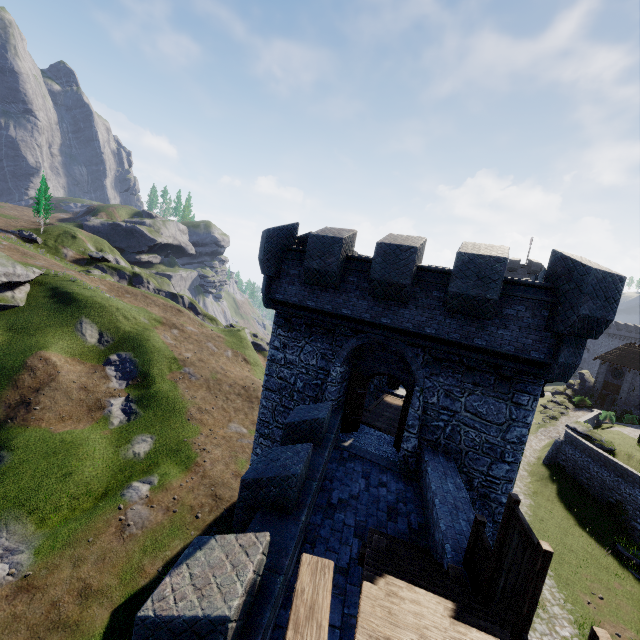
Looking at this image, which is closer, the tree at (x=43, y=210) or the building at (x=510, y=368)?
the building at (x=510, y=368)

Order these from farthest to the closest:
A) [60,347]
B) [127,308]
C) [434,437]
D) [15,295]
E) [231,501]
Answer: [127,308], [15,295], [60,347], [231,501], [434,437]

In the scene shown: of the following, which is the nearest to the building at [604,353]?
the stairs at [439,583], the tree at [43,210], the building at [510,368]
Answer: the building at [510,368]

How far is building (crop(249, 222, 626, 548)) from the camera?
9.0 meters

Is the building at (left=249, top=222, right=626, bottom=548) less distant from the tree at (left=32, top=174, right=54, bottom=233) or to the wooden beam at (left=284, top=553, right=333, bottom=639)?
the wooden beam at (left=284, top=553, right=333, bottom=639)

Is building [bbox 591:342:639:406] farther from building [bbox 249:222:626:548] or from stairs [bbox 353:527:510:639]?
stairs [bbox 353:527:510:639]

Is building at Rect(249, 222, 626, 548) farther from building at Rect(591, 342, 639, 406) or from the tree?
the tree

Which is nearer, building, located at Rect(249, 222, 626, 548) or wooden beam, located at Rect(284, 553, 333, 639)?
wooden beam, located at Rect(284, 553, 333, 639)
